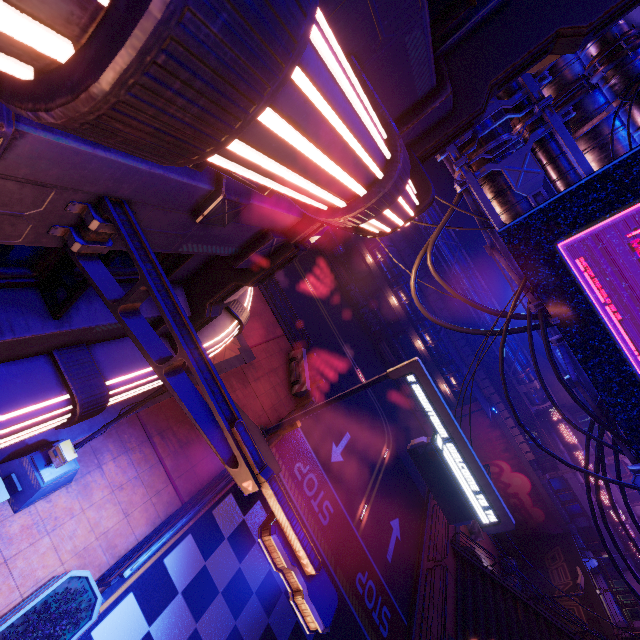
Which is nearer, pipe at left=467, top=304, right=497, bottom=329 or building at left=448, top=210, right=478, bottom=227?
pipe at left=467, top=304, right=497, bottom=329

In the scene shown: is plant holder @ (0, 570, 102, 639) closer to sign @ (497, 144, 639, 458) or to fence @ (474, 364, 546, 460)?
sign @ (497, 144, 639, 458)

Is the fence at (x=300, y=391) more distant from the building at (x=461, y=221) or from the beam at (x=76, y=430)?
the building at (x=461, y=221)

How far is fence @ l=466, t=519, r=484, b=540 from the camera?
25.2 meters

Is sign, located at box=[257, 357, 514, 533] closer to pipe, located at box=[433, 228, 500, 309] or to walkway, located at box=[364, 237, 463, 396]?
→ pipe, located at box=[433, 228, 500, 309]

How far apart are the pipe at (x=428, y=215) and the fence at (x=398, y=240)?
0.0 meters

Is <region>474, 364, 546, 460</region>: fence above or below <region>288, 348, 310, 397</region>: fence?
above

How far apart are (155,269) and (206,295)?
3.1 meters
